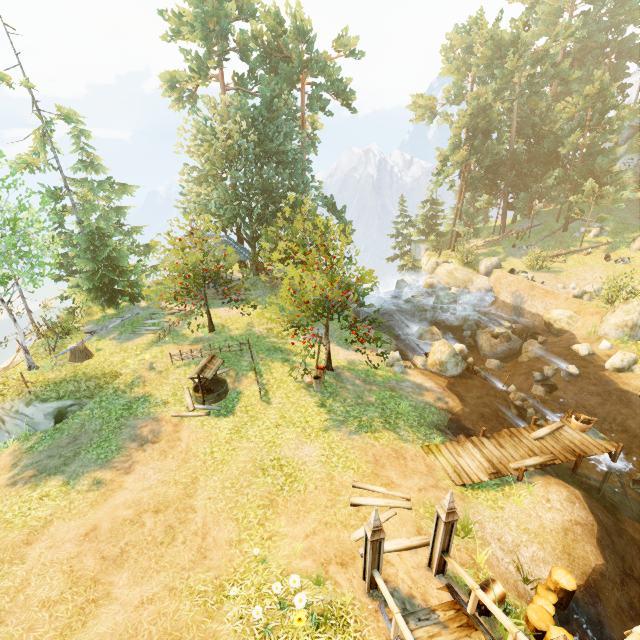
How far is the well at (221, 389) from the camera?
13.8m

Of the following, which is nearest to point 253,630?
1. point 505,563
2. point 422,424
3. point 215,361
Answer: point 505,563

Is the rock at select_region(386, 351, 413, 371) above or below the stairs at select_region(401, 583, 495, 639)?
below

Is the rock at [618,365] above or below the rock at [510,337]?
above

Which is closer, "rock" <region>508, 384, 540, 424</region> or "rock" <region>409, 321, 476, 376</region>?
"rock" <region>508, 384, 540, 424</region>

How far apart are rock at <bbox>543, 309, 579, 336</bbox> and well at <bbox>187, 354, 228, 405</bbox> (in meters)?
22.75

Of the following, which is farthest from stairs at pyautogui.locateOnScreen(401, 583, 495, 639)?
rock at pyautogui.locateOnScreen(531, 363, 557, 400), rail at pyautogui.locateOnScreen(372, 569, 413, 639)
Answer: rock at pyautogui.locateOnScreen(531, 363, 557, 400)

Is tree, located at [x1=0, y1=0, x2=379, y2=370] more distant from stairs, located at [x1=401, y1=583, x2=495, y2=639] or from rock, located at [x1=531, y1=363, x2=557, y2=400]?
rock, located at [x1=531, y1=363, x2=557, y2=400]
